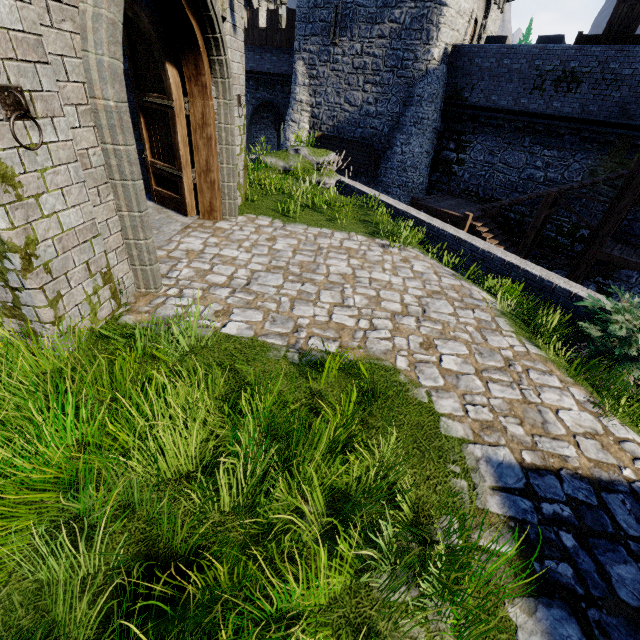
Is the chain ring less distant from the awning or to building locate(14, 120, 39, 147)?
building locate(14, 120, 39, 147)

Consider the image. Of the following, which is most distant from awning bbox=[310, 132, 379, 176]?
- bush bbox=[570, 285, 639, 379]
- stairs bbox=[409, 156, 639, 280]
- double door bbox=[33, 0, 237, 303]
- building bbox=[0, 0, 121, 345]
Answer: bush bbox=[570, 285, 639, 379]

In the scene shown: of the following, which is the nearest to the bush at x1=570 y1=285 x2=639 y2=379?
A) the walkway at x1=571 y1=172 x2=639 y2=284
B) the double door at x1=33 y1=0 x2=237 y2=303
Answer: the double door at x1=33 y1=0 x2=237 y2=303

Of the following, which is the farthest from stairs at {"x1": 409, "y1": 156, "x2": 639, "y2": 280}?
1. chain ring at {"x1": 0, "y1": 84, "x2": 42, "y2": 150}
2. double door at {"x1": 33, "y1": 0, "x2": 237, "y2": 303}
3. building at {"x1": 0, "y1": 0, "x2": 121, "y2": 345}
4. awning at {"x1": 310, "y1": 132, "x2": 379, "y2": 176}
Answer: chain ring at {"x1": 0, "y1": 84, "x2": 42, "y2": 150}

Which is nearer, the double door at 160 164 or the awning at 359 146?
the double door at 160 164

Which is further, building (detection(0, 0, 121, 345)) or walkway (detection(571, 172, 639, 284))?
walkway (detection(571, 172, 639, 284))

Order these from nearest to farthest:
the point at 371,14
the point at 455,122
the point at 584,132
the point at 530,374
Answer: the point at 530,374, the point at 584,132, the point at 371,14, the point at 455,122

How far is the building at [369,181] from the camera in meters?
21.3
